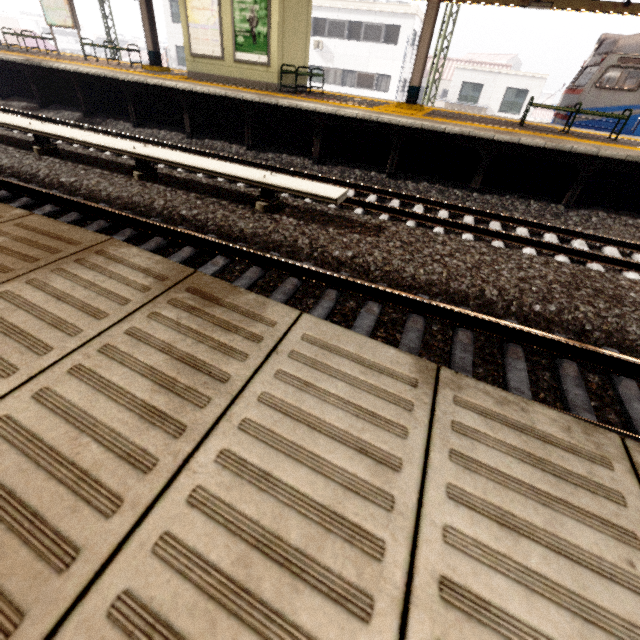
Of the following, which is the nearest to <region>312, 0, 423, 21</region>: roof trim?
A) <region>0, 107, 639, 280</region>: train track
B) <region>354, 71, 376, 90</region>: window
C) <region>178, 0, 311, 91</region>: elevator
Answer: <region>354, 71, 376, 90</region>: window

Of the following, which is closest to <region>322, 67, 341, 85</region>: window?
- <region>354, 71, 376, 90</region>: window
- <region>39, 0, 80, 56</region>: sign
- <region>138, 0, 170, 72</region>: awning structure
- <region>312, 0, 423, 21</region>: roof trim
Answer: <region>354, 71, 376, 90</region>: window

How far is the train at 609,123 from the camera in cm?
1106

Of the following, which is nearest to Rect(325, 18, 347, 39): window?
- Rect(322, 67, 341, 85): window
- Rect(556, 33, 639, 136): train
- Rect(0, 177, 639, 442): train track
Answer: Rect(322, 67, 341, 85): window

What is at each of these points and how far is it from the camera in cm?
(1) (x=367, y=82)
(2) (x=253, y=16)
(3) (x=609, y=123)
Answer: (1) window, 2662
(2) sign, 926
(3) train, 1107

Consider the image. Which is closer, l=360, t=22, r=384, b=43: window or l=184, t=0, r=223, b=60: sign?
l=184, t=0, r=223, b=60: sign

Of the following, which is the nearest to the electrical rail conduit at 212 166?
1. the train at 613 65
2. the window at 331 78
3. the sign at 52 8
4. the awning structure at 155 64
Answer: the awning structure at 155 64

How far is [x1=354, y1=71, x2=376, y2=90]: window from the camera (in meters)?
26.30
